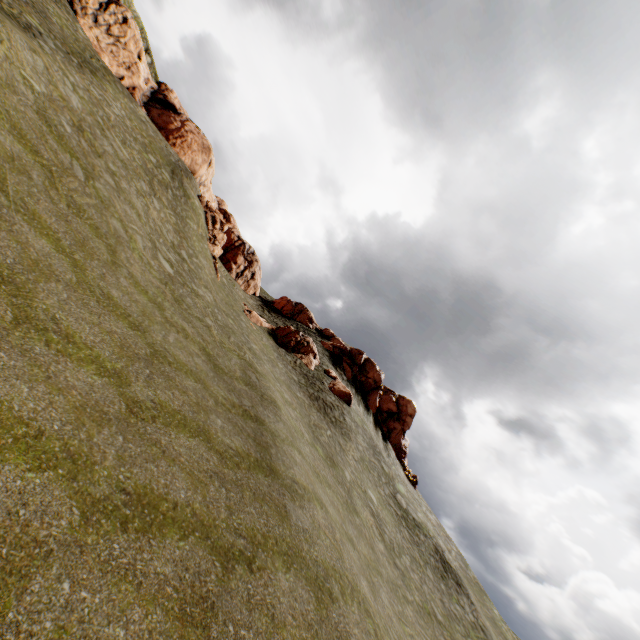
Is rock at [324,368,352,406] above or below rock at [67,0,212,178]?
below

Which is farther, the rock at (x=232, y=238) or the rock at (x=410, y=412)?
the rock at (x=410, y=412)

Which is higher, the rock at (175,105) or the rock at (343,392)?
the rock at (175,105)

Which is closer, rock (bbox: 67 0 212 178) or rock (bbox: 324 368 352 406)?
rock (bbox: 324 368 352 406)

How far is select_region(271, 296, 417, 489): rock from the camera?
42.5 meters

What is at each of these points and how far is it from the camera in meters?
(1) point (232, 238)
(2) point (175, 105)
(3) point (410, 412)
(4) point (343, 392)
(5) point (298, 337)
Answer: (1) rock, 42.8 m
(2) rock, 41.9 m
(3) rock, 49.2 m
(4) rock, 32.0 m
(5) rock, 36.2 m
